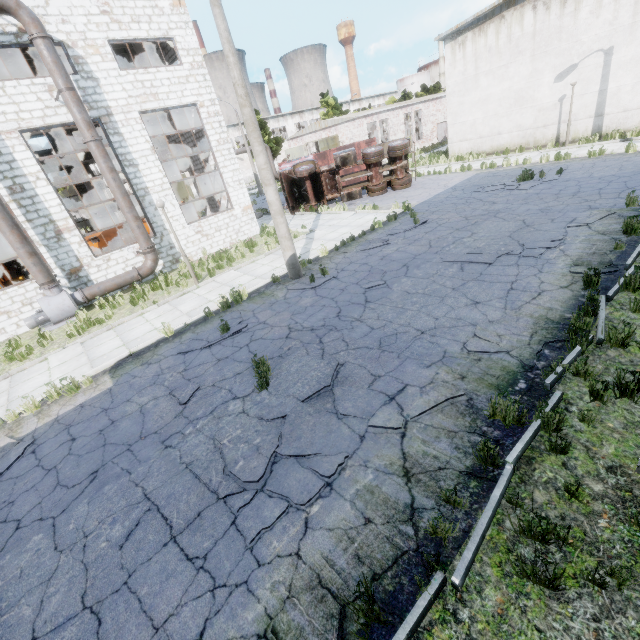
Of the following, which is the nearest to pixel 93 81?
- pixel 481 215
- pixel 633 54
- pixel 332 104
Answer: pixel 481 215

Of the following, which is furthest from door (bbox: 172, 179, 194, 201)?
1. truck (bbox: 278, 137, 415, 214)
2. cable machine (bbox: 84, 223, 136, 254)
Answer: truck (bbox: 278, 137, 415, 214)

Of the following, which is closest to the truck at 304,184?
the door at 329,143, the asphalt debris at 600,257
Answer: the door at 329,143

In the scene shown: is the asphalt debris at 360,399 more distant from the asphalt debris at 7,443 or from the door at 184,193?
the door at 184,193

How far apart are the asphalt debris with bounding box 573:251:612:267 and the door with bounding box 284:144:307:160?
36.79m

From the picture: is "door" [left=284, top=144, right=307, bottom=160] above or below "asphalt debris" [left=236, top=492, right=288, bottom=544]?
above

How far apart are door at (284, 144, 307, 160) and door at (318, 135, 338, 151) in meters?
5.3 m

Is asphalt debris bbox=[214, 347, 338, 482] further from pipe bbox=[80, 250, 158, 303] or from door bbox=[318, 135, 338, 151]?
door bbox=[318, 135, 338, 151]
